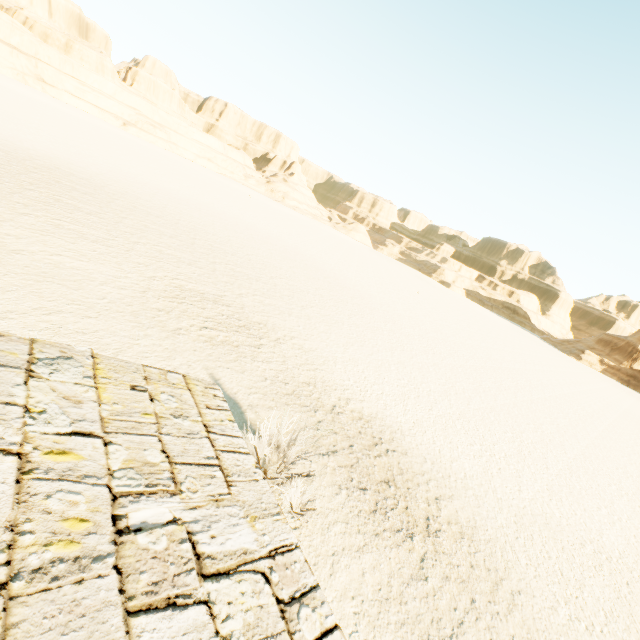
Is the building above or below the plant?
above

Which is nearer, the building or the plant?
the building

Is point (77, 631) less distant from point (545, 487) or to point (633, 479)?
point (545, 487)

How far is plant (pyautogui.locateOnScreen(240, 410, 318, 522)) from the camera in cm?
578

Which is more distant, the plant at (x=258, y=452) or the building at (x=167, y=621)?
the plant at (x=258, y=452)

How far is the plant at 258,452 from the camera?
5.8m
